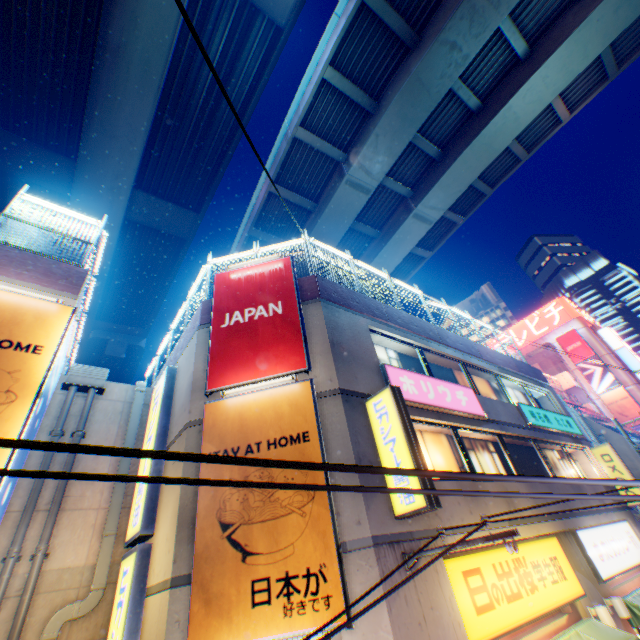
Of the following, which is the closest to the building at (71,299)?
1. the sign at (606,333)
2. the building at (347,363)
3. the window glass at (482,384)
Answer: the building at (347,363)

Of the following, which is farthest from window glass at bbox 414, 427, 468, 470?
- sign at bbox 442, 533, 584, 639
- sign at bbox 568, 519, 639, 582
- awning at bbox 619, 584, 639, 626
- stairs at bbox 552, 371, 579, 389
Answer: stairs at bbox 552, 371, 579, 389

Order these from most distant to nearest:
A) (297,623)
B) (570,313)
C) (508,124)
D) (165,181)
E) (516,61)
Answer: (570,313)
(165,181)
(508,124)
(516,61)
(297,623)

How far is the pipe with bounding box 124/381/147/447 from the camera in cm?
988

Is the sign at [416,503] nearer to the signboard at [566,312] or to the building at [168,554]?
the building at [168,554]

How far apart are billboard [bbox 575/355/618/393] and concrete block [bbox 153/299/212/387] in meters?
50.0 m

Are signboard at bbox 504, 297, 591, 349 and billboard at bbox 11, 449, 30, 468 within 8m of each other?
no

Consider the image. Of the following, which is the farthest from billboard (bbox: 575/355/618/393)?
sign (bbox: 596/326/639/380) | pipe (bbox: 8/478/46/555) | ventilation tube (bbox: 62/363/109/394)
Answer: pipe (bbox: 8/478/46/555)
